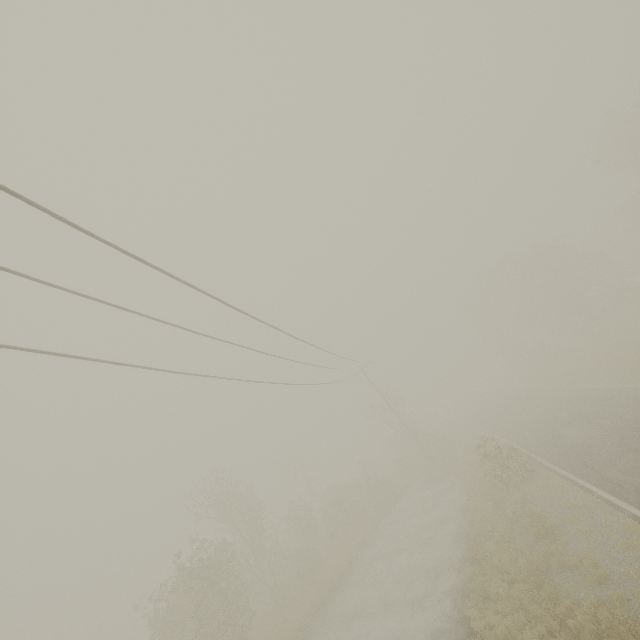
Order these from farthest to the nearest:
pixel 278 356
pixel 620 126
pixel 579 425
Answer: pixel 620 126
pixel 579 425
pixel 278 356
